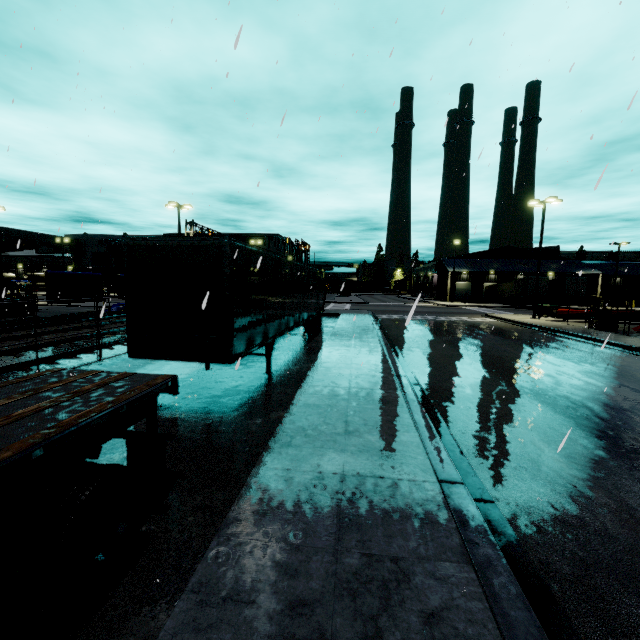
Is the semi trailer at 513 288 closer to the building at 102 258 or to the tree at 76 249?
the building at 102 258

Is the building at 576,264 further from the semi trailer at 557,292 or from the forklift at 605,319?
the forklift at 605,319

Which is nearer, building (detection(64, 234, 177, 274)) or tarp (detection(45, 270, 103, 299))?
tarp (detection(45, 270, 103, 299))

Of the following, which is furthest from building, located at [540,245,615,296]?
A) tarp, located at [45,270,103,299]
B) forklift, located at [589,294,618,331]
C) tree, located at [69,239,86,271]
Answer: forklift, located at [589,294,618,331]

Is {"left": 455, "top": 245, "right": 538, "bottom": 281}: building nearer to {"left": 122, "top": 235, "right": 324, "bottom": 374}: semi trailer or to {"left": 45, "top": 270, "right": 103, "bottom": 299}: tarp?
{"left": 122, "top": 235, "right": 324, "bottom": 374}: semi trailer

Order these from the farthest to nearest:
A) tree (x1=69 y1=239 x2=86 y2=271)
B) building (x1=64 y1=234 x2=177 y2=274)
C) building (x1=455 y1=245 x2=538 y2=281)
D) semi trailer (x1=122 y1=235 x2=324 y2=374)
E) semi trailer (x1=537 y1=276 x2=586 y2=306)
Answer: tree (x1=69 y1=239 x2=86 y2=271)
building (x1=64 y1=234 x2=177 y2=274)
building (x1=455 y1=245 x2=538 y2=281)
semi trailer (x1=537 y1=276 x2=586 y2=306)
semi trailer (x1=122 y1=235 x2=324 y2=374)

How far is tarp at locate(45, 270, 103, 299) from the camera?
18.7 meters

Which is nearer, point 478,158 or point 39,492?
point 39,492
